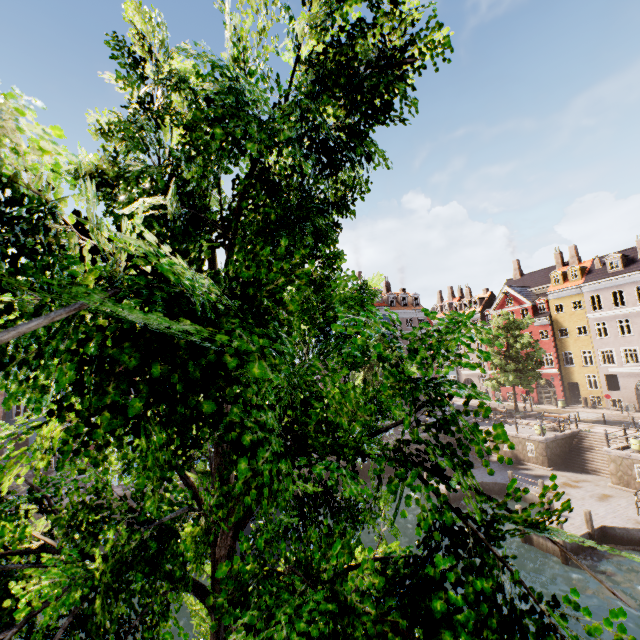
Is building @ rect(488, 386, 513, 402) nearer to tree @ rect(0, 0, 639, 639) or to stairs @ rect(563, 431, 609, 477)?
tree @ rect(0, 0, 639, 639)

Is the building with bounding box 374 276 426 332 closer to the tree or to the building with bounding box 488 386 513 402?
the tree

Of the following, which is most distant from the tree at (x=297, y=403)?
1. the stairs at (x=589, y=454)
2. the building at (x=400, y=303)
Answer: the stairs at (x=589, y=454)

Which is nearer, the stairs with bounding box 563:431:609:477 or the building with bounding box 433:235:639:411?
the stairs with bounding box 563:431:609:477

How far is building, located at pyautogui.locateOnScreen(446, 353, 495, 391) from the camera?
48.2m

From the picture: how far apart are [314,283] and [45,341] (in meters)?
3.50

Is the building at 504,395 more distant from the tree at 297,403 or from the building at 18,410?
the building at 18,410
